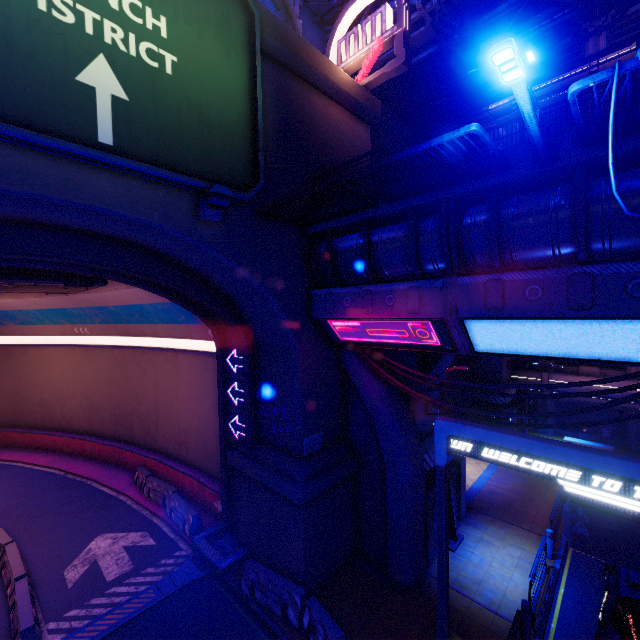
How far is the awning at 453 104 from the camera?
17.80m

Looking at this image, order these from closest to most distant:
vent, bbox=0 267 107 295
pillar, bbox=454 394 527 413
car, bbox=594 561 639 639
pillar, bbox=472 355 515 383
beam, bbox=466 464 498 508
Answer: car, bbox=594 561 639 639 < vent, bbox=0 267 107 295 < beam, bbox=466 464 498 508 < pillar, bbox=454 394 527 413 < pillar, bbox=472 355 515 383

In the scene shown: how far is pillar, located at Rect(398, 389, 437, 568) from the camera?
11.84m

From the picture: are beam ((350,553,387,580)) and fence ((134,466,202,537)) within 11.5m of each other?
yes

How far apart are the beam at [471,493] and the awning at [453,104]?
22.8 meters

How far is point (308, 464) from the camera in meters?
11.1 m

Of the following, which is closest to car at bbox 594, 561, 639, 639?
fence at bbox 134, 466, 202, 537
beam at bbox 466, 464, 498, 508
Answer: beam at bbox 466, 464, 498, 508

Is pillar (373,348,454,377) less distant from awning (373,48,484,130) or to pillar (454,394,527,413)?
pillar (454,394,527,413)
